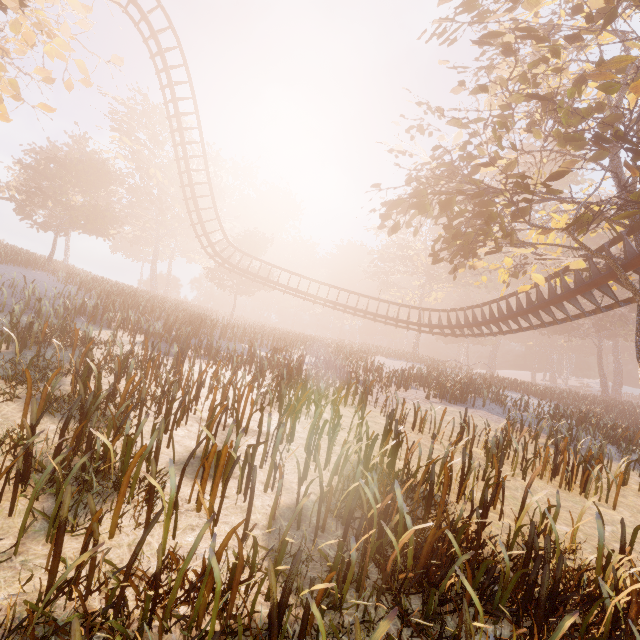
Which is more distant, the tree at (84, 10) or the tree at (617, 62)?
the tree at (617, 62)

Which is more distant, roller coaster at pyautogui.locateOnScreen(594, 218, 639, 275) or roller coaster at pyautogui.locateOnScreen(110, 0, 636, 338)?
roller coaster at pyautogui.locateOnScreen(110, 0, 636, 338)

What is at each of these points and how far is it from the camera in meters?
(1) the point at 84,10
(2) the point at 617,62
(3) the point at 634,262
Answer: (1) tree, 8.8 m
(2) tree, 6.4 m
(3) roller coaster, 9.7 m

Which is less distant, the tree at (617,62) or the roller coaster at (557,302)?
the tree at (617,62)

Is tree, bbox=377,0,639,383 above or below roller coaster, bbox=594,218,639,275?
above

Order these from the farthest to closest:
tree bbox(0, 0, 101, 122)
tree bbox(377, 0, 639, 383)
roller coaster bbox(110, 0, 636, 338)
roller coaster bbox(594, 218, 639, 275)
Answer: roller coaster bbox(110, 0, 636, 338), roller coaster bbox(594, 218, 639, 275), tree bbox(377, 0, 639, 383), tree bbox(0, 0, 101, 122)

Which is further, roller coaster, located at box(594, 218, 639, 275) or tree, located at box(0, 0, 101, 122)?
roller coaster, located at box(594, 218, 639, 275)
